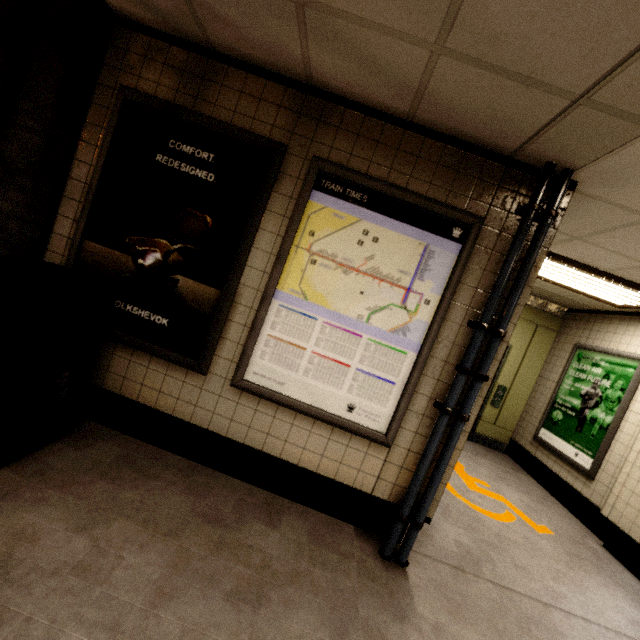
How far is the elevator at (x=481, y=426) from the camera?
5.99m

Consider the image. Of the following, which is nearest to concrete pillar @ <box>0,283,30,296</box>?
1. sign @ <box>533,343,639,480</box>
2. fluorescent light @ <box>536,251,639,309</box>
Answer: fluorescent light @ <box>536,251,639,309</box>

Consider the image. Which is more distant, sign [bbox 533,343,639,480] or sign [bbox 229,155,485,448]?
sign [bbox 533,343,639,480]

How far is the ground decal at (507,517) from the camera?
3.58m

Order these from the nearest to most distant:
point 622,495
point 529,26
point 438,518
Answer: point 529,26 < point 438,518 < point 622,495

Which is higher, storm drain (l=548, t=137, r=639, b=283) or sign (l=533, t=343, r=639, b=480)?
storm drain (l=548, t=137, r=639, b=283)

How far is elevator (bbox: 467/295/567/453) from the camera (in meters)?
5.99

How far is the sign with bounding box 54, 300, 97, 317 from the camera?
2.4m
